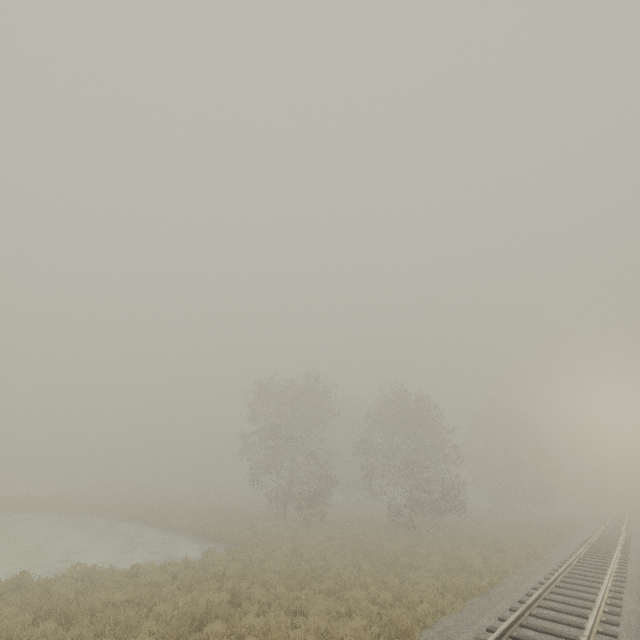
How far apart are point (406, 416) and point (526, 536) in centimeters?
1276cm
